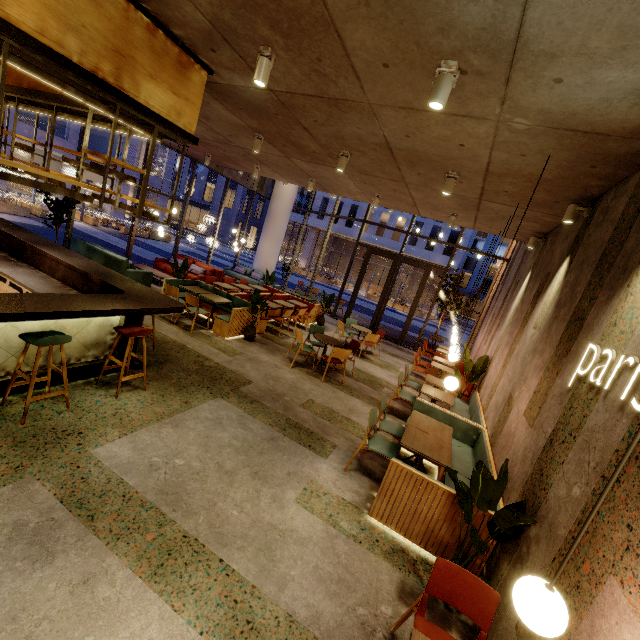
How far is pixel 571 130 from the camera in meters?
3.2

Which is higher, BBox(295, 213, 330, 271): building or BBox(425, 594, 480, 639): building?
BBox(295, 213, 330, 271): building

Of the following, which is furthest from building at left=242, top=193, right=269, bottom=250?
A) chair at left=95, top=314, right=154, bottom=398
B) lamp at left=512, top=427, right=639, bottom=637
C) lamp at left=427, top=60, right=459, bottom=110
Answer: lamp at left=512, top=427, right=639, bottom=637

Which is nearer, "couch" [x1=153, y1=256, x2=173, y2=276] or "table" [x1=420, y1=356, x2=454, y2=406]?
"table" [x1=420, y1=356, x2=454, y2=406]

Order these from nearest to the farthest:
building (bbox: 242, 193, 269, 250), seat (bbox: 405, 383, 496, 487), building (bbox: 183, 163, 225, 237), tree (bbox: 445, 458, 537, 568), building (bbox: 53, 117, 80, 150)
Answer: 1. tree (bbox: 445, 458, 537, 568)
2. seat (bbox: 405, 383, 496, 487)
3. building (bbox: 53, 117, 80, 150)
4. building (bbox: 183, 163, 225, 237)
5. building (bbox: 242, 193, 269, 250)

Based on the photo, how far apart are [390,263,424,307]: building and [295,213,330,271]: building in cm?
1

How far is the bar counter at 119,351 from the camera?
4.86m

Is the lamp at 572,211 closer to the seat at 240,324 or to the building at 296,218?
the seat at 240,324
